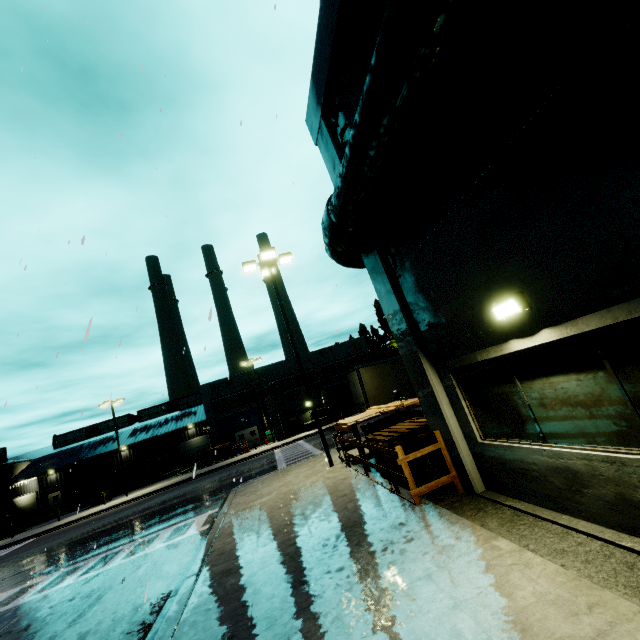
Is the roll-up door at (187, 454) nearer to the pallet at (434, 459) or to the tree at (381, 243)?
the tree at (381, 243)

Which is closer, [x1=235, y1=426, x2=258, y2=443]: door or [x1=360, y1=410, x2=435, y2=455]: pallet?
[x1=360, y1=410, x2=435, y2=455]: pallet

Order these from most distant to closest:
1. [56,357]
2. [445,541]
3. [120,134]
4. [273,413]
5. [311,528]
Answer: [273,413], [120,134], [311,528], [56,357], [445,541]

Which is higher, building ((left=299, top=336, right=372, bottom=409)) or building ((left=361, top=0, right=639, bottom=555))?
building ((left=299, top=336, right=372, bottom=409))

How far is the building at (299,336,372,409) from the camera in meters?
38.8

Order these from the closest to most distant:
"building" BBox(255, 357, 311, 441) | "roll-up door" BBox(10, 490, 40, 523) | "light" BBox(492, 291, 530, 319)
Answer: "light" BBox(492, 291, 530, 319) < "building" BBox(255, 357, 311, 441) < "roll-up door" BBox(10, 490, 40, 523)

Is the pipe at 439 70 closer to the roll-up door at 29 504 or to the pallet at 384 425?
the roll-up door at 29 504

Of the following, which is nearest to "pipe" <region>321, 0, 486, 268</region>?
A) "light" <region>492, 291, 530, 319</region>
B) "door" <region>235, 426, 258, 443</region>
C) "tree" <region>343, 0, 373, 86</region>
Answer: "tree" <region>343, 0, 373, 86</region>
